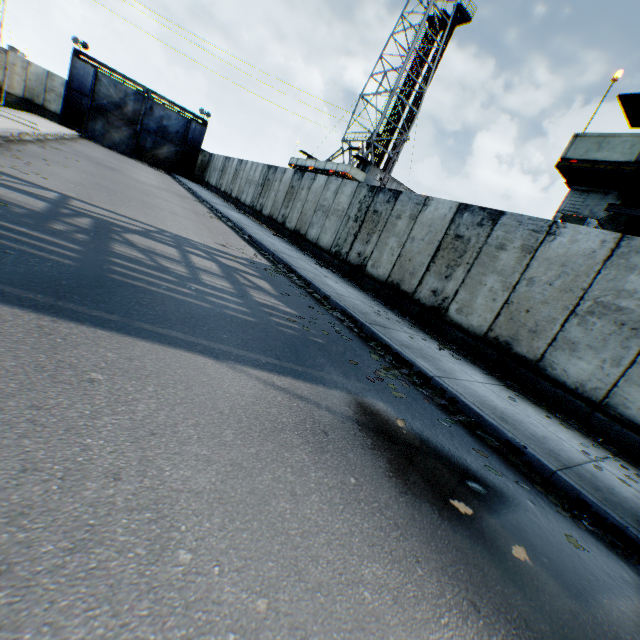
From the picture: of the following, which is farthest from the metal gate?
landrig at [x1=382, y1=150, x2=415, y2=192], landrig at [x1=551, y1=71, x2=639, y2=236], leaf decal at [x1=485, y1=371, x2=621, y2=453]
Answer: leaf decal at [x1=485, y1=371, x2=621, y2=453]

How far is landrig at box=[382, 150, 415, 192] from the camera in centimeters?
3039cm

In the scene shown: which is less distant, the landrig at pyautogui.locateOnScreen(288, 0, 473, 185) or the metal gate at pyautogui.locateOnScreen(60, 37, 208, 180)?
the metal gate at pyautogui.locateOnScreen(60, 37, 208, 180)

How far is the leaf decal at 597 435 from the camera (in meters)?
5.39

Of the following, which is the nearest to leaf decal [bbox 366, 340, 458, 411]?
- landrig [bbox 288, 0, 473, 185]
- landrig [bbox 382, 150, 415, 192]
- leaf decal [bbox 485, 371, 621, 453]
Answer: leaf decal [bbox 485, 371, 621, 453]

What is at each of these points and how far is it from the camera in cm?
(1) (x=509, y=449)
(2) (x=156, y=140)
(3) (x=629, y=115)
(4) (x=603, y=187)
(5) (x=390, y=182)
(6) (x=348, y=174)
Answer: (1) leaf decal, 398
(2) metal gate, 3144
(3) landrig, 973
(4) landrig, 1018
(5) landrig, 3058
(6) landrig, 2822

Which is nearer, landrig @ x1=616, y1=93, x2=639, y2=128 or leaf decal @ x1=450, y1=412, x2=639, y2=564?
leaf decal @ x1=450, y1=412, x2=639, y2=564

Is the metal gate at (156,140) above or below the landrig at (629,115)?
below
